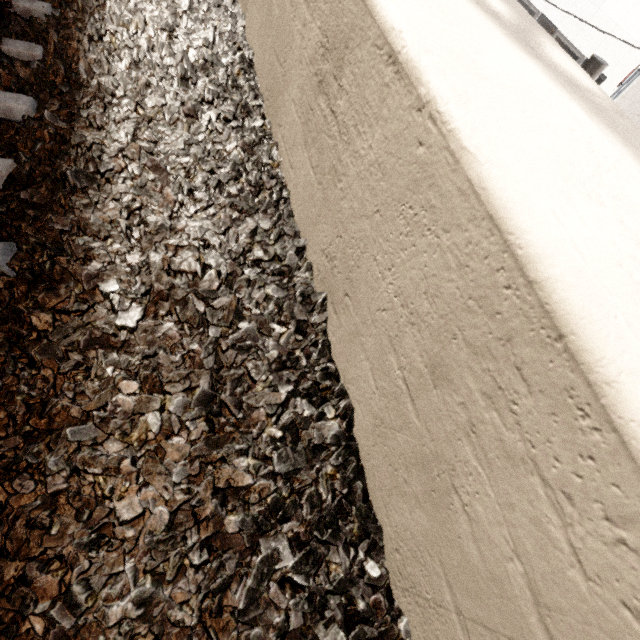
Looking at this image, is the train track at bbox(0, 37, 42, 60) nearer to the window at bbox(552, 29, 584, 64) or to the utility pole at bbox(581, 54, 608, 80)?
the utility pole at bbox(581, 54, 608, 80)

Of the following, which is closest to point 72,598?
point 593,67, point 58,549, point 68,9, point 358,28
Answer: point 58,549

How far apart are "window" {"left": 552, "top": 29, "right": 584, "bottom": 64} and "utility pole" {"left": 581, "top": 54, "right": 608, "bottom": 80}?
10.4 meters

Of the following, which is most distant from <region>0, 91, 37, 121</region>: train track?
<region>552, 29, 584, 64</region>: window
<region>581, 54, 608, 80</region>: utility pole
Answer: <region>552, 29, 584, 64</region>: window

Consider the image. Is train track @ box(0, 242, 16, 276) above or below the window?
above

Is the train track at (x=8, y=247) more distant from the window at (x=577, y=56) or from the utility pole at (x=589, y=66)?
the window at (x=577, y=56)

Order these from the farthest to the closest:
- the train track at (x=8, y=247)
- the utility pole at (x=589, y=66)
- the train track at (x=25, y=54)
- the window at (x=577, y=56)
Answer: the window at (x=577, y=56), the utility pole at (x=589, y=66), the train track at (x=25, y=54), the train track at (x=8, y=247)

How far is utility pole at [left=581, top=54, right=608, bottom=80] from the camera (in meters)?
3.46
